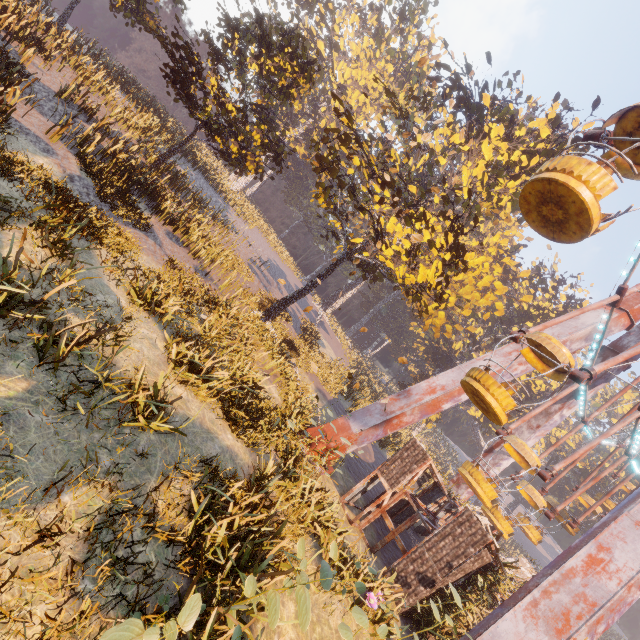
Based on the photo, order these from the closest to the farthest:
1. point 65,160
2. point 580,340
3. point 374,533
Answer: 1. point 65,160
2. point 374,533
3. point 580,340

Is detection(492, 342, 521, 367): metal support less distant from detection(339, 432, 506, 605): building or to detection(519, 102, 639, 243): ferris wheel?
detection(519, 102, 639, 243): ferris wheel

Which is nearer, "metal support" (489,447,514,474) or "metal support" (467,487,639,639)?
"metal support" (467,487,639,639)

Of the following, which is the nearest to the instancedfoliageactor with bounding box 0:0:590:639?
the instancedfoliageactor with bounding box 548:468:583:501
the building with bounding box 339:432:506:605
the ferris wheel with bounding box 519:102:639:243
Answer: the building with bounding box 339:432:506:605

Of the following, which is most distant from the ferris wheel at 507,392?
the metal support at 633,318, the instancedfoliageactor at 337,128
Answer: the instancedfoliageactor at 337,128

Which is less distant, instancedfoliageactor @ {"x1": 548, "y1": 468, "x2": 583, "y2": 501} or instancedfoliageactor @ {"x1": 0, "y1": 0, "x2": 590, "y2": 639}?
instancedfoliageactor @ {"x1": 0, "y1": 0, "x2": 590, "y2": 639}

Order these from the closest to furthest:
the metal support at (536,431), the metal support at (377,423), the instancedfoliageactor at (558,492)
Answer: the metal support at (377,423) → the metal support at (536,431) → the instancedfoliageactor at (558,492)

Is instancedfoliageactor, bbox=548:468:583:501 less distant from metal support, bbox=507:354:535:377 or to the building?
metal support, bbox=507:354:535:377
